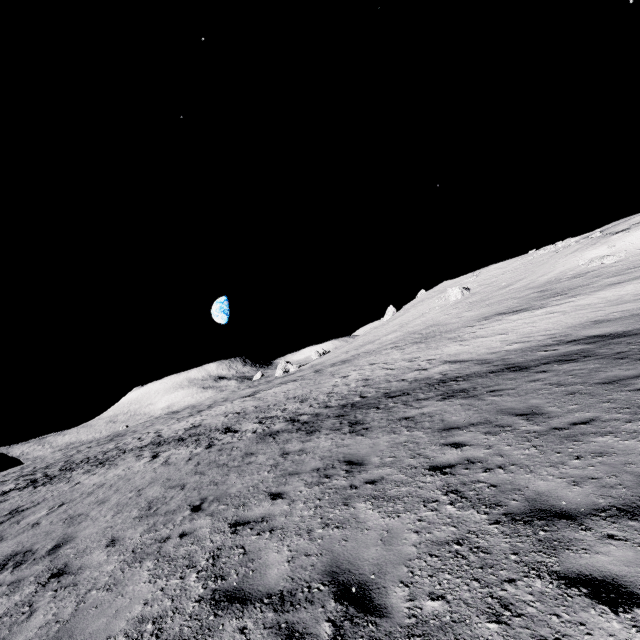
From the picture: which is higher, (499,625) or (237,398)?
(237,398)

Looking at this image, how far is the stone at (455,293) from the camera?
52.2 meters

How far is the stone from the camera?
52.2m
